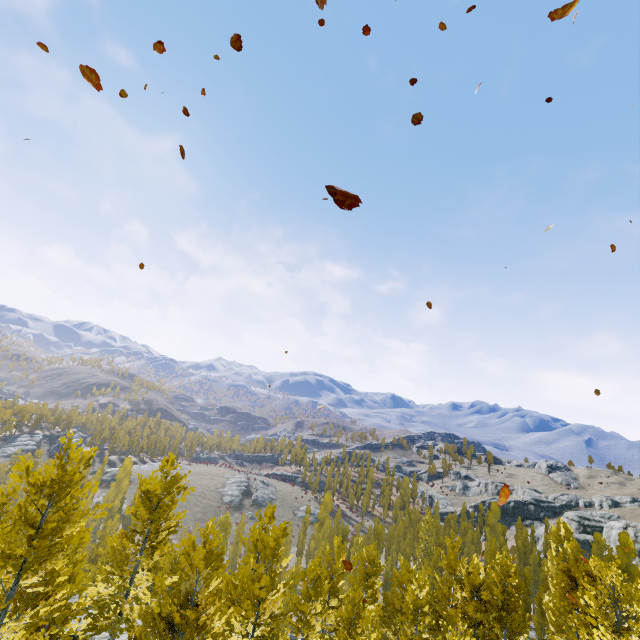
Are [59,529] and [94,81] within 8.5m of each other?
no
